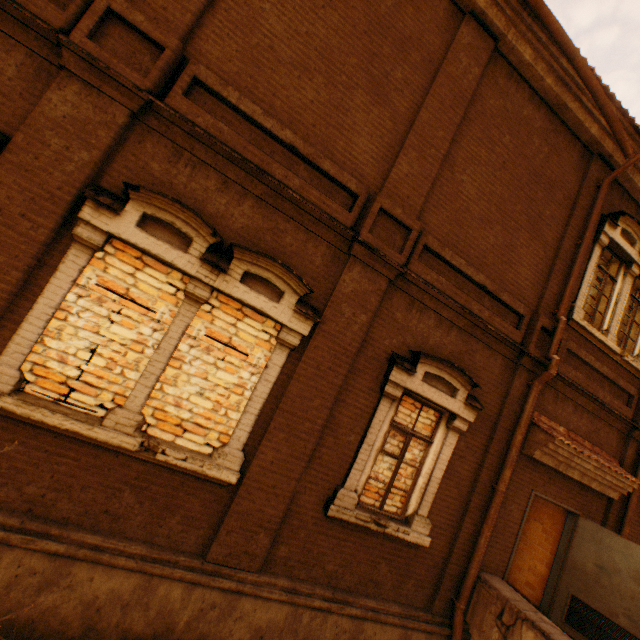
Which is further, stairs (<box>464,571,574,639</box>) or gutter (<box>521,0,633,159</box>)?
gutter (<box>521,0,633,159</box>)

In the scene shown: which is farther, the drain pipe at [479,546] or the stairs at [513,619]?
the drain pipe at [479,546]

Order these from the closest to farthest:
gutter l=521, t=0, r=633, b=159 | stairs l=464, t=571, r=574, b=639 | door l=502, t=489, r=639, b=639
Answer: stairs l=464, t=571, r=574, b=639 < gutter l=521, t=0, r=633, b=159 < door l=502, t=489, r=639, b=639

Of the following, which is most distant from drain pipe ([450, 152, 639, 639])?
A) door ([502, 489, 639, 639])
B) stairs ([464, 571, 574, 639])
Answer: door ([502, 489, 639, 639])

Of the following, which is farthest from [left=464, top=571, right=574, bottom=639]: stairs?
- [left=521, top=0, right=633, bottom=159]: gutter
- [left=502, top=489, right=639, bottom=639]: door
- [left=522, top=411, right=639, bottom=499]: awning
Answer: [left=521, top=0, right=633, bottom=159]: gutter

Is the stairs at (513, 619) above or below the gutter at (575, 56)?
below

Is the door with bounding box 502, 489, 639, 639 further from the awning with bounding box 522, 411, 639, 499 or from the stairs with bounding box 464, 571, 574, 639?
the awning with bounding box 522, 411, 639, 499

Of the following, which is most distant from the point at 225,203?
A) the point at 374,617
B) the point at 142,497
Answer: the point at 374,617
